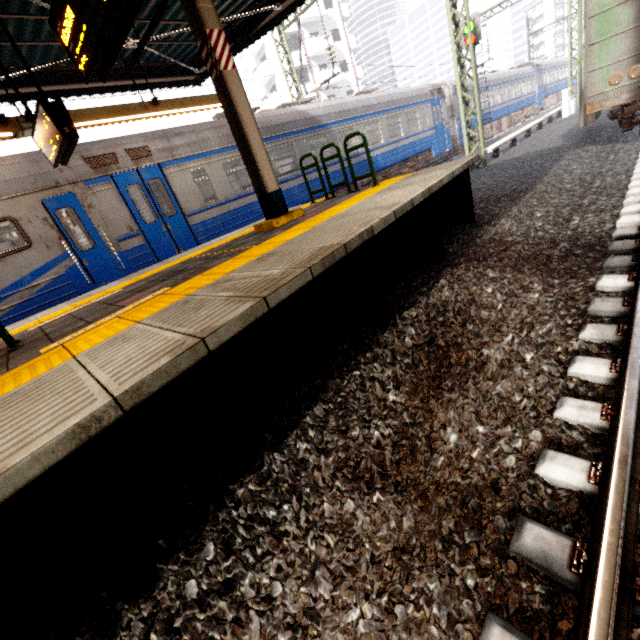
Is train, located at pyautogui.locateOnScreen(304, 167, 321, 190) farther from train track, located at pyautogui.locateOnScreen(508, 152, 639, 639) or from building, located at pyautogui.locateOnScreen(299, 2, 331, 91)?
building, located at pyautogui.locateOnScreen(299, 2, 331, 91)

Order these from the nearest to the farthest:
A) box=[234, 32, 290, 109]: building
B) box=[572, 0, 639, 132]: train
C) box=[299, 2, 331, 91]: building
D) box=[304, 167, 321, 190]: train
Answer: box=[572, 0, 639, 132]: train
box=[304, 167, 321, 190]: train
box=[299, 2, 331, 91]: building
box=[234, 32, 290, 109]: building

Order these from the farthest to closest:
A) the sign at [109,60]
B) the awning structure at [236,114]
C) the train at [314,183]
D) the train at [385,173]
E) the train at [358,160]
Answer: the train at [358,160] < the train at [314,183] < the train at [385,173] < the awning structure at [236,114] < the sign at [109,60]

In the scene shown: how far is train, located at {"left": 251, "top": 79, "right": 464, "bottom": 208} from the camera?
10.38m

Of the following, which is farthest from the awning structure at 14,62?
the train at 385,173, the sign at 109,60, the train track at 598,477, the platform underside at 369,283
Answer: the train track at 598,477

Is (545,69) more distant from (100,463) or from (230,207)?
(100,463)

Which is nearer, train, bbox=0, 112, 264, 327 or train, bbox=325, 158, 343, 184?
train, bbox=0, 112, 264, 327
